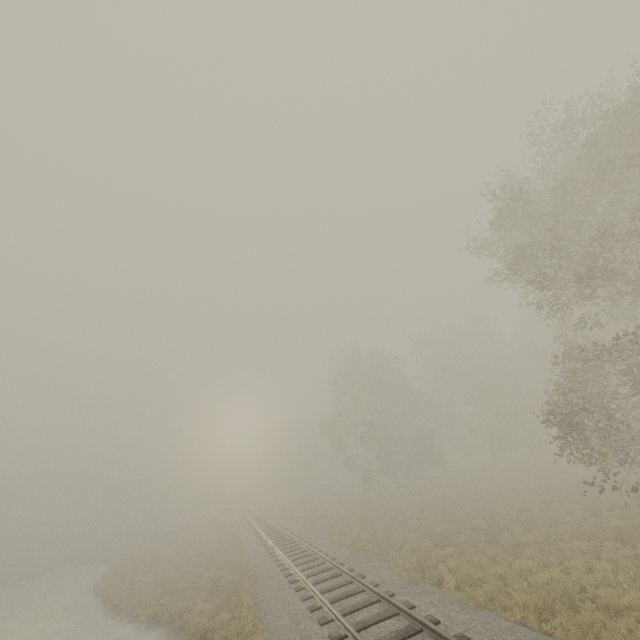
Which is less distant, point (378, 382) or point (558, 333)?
point (558, 333)
